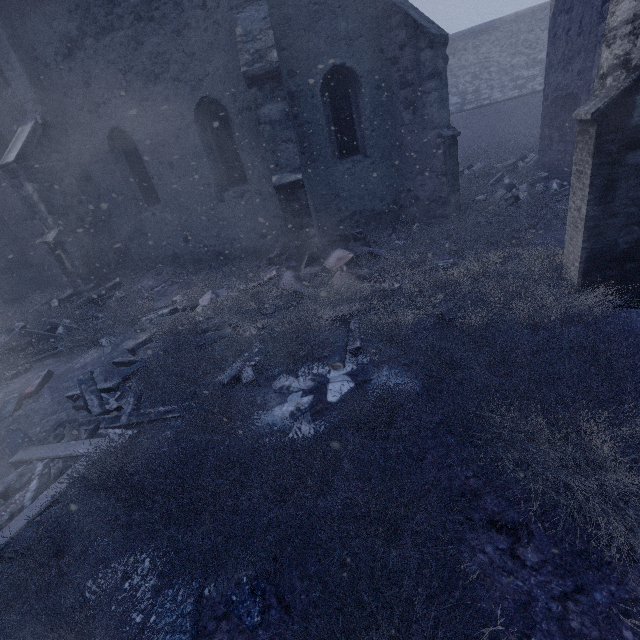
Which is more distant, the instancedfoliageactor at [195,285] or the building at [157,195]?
the building at [157,195]

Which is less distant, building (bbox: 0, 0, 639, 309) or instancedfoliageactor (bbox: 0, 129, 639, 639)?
instancedfoliageactor (bbox: 0, 129, 639, 639)

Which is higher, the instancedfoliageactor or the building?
the building

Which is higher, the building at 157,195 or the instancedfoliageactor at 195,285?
the building at 157,195

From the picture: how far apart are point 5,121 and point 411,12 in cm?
1060
